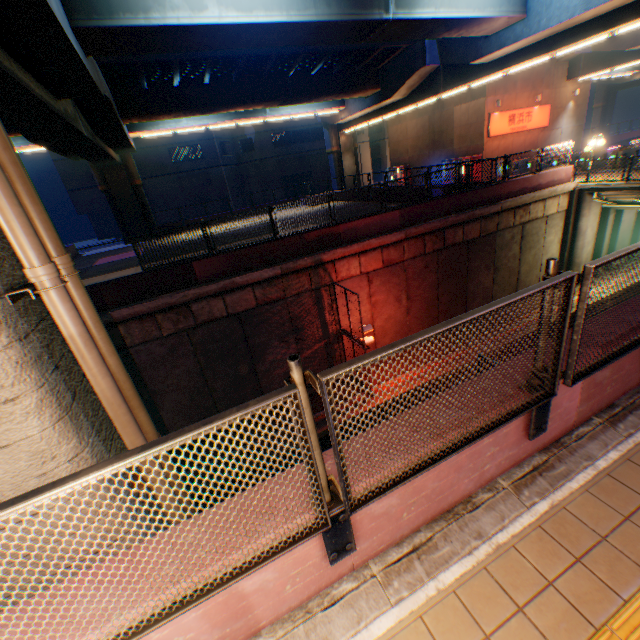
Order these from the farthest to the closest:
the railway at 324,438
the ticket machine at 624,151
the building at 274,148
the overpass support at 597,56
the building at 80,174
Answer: the building at 274,148 < the building at 80,174 < the overpass support at 597,56 < the ticket machine at 624,151 < the railway at 324,438

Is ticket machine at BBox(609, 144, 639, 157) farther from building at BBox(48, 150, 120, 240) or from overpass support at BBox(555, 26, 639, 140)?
building at BBox(48, 150, 120, 240)

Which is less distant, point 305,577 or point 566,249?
point 305,577

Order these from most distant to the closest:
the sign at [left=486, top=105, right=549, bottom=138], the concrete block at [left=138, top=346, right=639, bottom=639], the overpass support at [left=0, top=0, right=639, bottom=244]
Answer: the sign at [left=486, top=105, right=549, bottom=138], the overpass support at [left=0, top=0, right=639, bottom=244], the concrete block at [left=138, top=346, right=639, bottom=639]

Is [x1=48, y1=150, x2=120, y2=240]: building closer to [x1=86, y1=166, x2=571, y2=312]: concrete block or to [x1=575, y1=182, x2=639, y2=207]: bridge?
[x1=86, y1=166, x2=571, y2=312]: concrete block

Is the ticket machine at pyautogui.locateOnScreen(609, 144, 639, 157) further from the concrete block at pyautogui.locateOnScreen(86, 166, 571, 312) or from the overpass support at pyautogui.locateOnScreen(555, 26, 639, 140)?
the overpass support at pyautogui.locateOnScreen(555, 26, 639, 140)

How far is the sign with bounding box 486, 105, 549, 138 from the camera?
24.4m

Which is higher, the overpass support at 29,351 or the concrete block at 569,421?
the overpass support at 29,351
